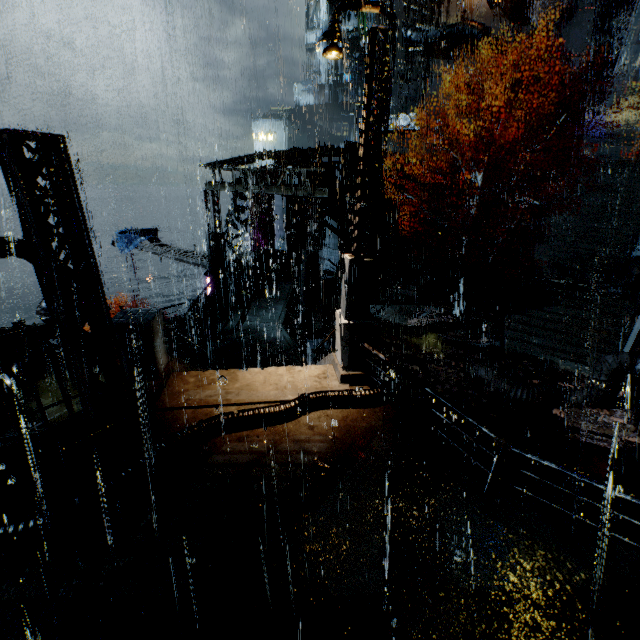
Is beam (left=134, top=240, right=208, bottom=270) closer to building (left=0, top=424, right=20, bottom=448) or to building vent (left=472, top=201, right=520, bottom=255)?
building (left=0, top=424, right=20, bottom=448)

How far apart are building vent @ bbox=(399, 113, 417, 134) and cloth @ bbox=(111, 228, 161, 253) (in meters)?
28.94

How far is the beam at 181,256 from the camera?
22.6m

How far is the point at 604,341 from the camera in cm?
1628

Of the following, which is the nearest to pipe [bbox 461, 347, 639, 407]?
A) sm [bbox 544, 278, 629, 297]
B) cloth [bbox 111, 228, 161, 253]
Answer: sm [bbox 544, 278, 629, 297]

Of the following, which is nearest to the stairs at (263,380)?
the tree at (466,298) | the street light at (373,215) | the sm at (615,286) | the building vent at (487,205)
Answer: the street light at (373,215)

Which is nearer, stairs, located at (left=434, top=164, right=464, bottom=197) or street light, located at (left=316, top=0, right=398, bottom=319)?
street light, located at (left=316, top=0, right=398, bottom=319)
